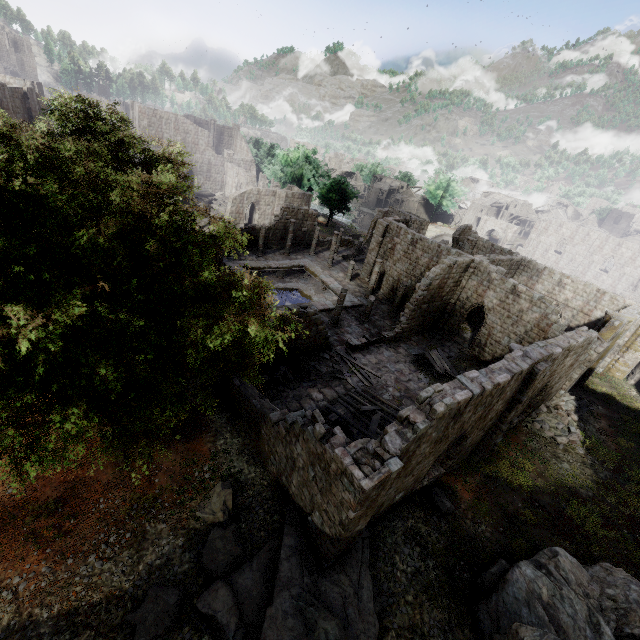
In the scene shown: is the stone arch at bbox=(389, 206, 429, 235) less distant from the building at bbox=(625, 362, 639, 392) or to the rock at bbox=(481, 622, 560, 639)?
the building at bbox=(625, 362, 639, 392)

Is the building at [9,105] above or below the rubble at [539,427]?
above

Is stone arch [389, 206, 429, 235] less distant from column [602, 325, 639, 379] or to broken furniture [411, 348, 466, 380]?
column [602, 325, 639, 379]

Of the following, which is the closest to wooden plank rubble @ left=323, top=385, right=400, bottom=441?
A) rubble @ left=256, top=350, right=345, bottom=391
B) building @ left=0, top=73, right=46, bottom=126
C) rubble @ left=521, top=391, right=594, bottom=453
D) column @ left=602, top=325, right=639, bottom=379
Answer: building @ left=0, top=73, right=46, bottom=126

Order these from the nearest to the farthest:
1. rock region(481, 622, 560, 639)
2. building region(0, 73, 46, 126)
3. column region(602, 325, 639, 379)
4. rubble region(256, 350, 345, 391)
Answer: rock region(481, 622, 560, 639) → rubble region(256, 350, 345, 391) → column region(602, 325, 639, 379) → building region(0, 73, 46, 126)

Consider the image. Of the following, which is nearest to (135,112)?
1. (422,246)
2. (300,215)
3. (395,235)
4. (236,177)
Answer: (236,177)

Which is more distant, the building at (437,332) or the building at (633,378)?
the building at (633,378)

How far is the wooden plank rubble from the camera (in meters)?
16.06
